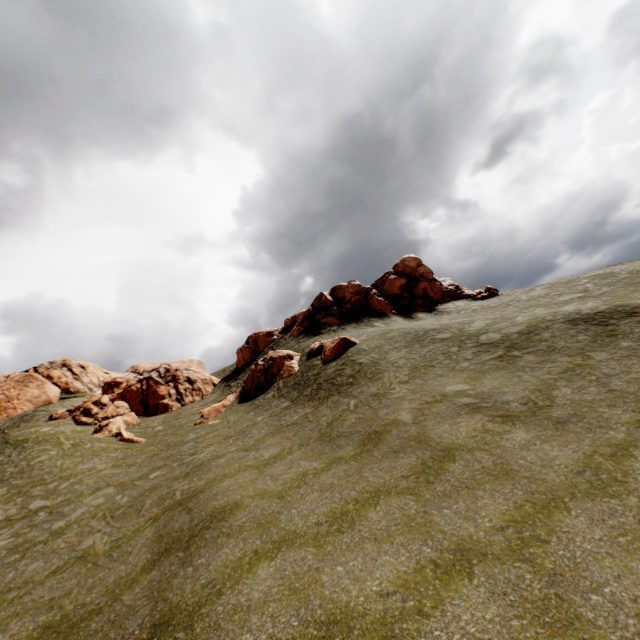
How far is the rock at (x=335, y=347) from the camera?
24.2m

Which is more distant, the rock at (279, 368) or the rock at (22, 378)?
the rock at (22, 378)

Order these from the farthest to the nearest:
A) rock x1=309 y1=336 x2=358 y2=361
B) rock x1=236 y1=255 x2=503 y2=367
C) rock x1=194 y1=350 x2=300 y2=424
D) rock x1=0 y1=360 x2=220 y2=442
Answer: rock x1=236 y1=255 x2=503 y2=367
rock x1=0 y1=360 x2=220 y2=442
rock x1=194 y1=350 x2=300 y2=424
rock x1=309 y1=336 x2=358 y2=361

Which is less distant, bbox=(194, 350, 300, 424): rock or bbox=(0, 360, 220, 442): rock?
bbox=(194, 350, 300, 424): rock

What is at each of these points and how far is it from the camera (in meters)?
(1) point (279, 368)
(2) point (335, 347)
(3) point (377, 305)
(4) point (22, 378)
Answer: (1) rock, 28.02
(2) rock, 24.50
(3) rock, 34.66
(4) rock, 35.62

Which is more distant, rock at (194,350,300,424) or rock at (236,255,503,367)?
rock at (236,255,503,367)

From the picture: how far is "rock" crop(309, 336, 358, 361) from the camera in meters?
24.2
